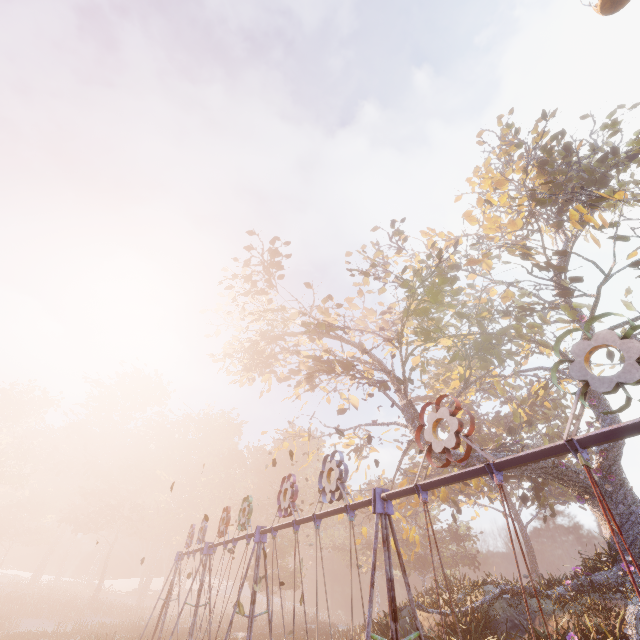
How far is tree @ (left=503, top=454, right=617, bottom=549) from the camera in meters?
15.0

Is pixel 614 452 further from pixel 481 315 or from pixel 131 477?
pixel 131 477

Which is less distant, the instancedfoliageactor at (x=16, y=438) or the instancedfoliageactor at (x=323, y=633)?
the instancedfoliageactor at (x=323, y=633)

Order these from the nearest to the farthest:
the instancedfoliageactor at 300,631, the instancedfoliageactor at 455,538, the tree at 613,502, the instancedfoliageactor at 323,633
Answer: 1. the instancedfoliageactor at 455,538
2. the tree at 613,502
3. the instancedfoliageactor at 300,631
4. the instancedfoliageactor at 323,633

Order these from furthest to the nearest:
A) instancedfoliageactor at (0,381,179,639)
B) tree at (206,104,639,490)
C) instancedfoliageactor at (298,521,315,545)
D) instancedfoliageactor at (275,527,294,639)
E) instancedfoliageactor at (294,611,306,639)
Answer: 1. instancedfoliageactor at (298,521,315,545)
2. instancedfoliageactor at (275,527,294,639)
3. instancedfoliageactor at (0,381,179,639)
4. instancedfoliageactor at (294,611,306,639)
5. tree at (206,104,639,490)

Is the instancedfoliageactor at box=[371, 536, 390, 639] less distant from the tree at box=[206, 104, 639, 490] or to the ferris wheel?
the tree at box=[206, 104, 639, 490]

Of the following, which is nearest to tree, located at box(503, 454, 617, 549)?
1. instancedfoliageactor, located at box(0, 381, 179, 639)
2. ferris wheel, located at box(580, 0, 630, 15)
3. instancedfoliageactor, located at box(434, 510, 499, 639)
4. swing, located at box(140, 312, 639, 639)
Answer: ferris wheel, located at box(580, 0, 630, 15)
